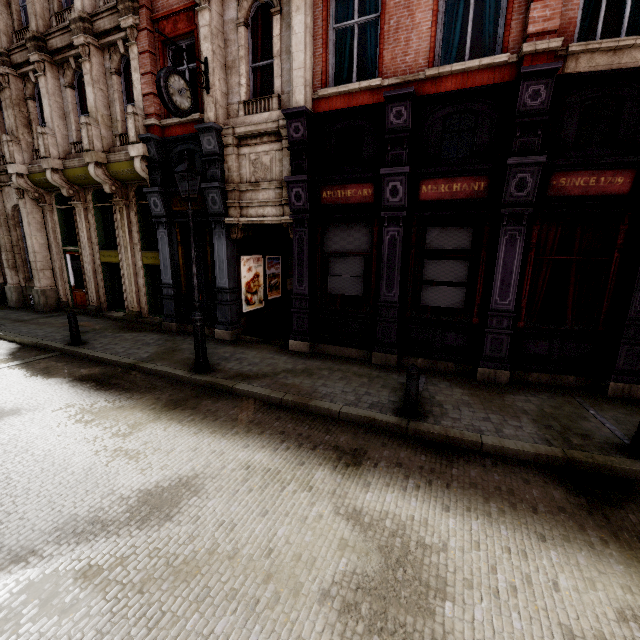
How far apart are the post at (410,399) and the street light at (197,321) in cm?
473

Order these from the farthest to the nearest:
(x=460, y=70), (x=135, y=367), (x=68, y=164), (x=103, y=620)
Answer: (x=68, y=164) < (x=135, y=367) < (x=460, y=70) < (x=103, y=620)

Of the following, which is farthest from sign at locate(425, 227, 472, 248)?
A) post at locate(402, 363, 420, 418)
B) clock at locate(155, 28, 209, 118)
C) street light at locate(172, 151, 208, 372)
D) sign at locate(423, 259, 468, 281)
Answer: clock at locate(155, 28, 209, 118)

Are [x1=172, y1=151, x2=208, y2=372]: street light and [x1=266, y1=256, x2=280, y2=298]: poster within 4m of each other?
no

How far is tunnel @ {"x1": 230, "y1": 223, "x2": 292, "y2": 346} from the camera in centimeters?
1024cm

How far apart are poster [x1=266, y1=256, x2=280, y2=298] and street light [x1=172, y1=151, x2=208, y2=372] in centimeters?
469cm

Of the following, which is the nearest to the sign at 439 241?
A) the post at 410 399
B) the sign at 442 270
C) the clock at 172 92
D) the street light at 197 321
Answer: the sign at 442 270

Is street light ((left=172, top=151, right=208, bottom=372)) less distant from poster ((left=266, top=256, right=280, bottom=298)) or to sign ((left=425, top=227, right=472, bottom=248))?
poster ((left=266, top=256, right=280, bottom=298))
